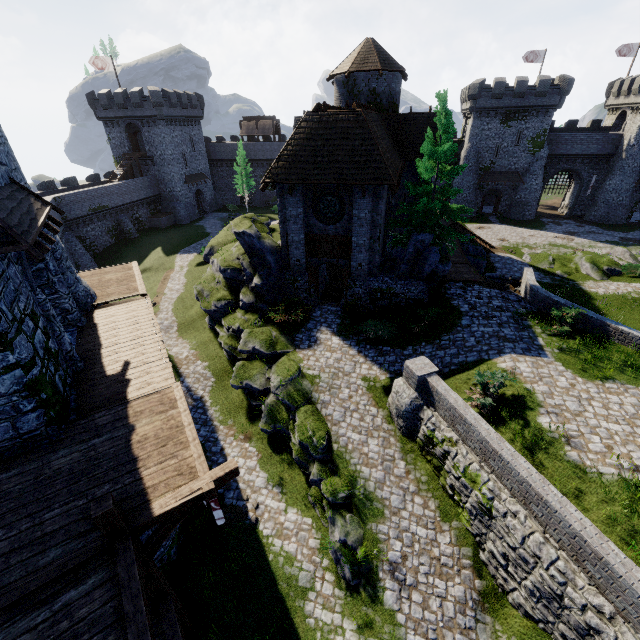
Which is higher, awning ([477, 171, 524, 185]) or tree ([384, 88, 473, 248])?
tree ([384, 88, 473, 248])

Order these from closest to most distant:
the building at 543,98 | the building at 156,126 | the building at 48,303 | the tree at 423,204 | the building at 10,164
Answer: the building at 48,303 → the building at 10,164 → the tree at 423,204 → the building at 543,98 → the building at 156,126

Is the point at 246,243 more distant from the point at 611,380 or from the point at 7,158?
the point at 611,380

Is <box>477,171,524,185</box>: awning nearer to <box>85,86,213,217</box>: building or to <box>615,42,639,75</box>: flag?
<box>615,42,639,75</box>: flag

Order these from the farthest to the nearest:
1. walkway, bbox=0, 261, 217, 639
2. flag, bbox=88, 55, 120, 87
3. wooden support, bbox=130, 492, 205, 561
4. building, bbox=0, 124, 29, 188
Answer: flag, bbox=88, 55, 120, 87 → building, bbox=0, 124, 29, 188 → wooden support, bbox=130, 492, 205, 561 → walkway, bbox=0, 261, 217, 639

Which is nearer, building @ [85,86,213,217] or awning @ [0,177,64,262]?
awning @ [0,177,64,262]

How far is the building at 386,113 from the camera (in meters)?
16.41

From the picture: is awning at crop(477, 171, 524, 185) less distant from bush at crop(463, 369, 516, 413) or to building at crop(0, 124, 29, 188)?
bush at crop(463, 369, 516, 413)
